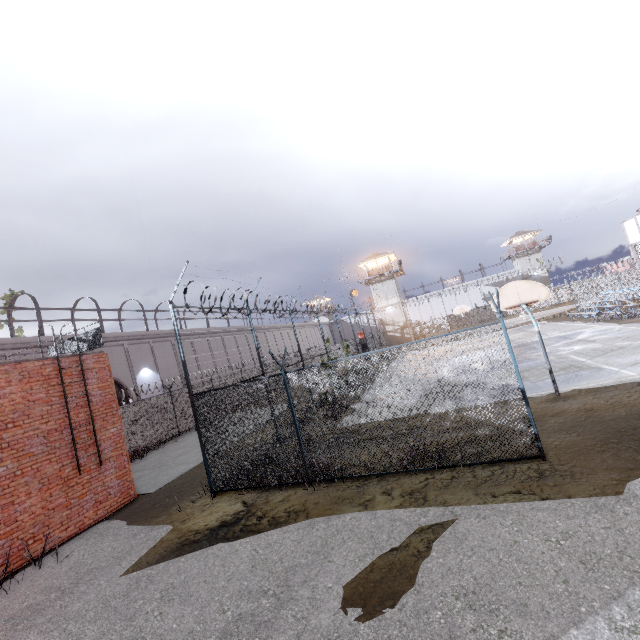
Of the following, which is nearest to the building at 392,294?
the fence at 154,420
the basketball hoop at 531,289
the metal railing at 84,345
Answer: the fence at 154,420

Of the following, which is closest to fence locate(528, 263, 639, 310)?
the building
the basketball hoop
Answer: the basketball hoop

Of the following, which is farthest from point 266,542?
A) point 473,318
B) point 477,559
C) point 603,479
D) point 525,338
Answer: point 473,318

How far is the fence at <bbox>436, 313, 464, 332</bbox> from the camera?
58.5m

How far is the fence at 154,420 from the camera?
7.3m

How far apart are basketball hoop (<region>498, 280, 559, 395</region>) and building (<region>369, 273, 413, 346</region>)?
39.6 meters

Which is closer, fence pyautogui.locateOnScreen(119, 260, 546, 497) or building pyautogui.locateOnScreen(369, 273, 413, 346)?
fence pyautogui.locateOnScreen(119, 260, 546, 497)

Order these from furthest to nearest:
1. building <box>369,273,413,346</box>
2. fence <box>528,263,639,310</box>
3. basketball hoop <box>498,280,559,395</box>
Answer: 1. building <box>369,273,413,346</box>
2. fence <box>528,263,639,310</box>
3. basketball hoop <box>498,280,559,395</box>
